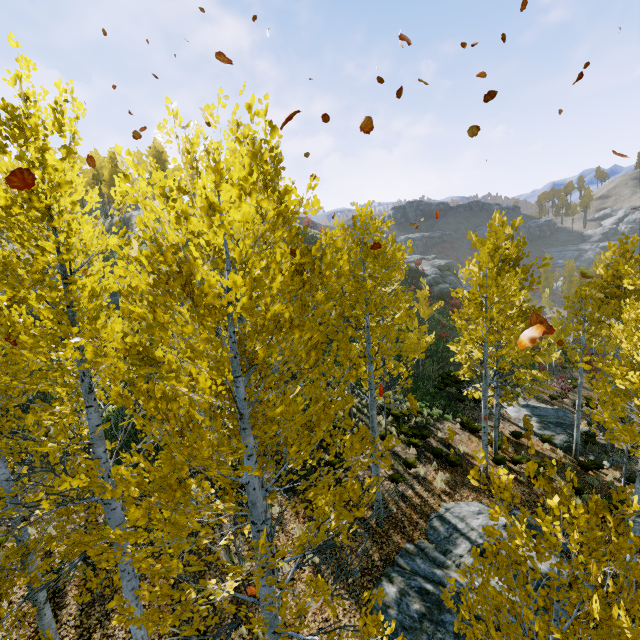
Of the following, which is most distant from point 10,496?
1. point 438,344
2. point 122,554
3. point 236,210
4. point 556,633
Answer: point 438,344

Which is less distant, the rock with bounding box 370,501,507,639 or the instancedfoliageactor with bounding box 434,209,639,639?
the instancedfoliageactor with bounding box 434,209,639,639

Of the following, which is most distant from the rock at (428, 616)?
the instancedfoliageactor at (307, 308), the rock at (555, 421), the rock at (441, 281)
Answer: the rock at (441, 281)

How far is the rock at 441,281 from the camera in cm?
3675

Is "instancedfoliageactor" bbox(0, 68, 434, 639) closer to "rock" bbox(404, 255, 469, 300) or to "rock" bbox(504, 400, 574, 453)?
"rock" bbox(504, 400, 574, 453)

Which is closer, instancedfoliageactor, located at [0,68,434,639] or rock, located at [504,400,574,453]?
instancedfoliageactor, located at [0,68,434,639]

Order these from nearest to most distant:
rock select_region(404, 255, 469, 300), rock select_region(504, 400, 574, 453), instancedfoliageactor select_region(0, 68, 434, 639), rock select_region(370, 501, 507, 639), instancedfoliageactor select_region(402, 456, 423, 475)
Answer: instancedfoliageactor select_region(0, 68, 434, 639) < rock select_region(370, 501, 507, 639) < instancedfoliageactor select_region(402, 456, 423, 475) < rock select_region(504, 400, 574, 453) < rock select_region(404, 255, 469, 300)

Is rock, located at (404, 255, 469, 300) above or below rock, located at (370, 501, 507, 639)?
above
